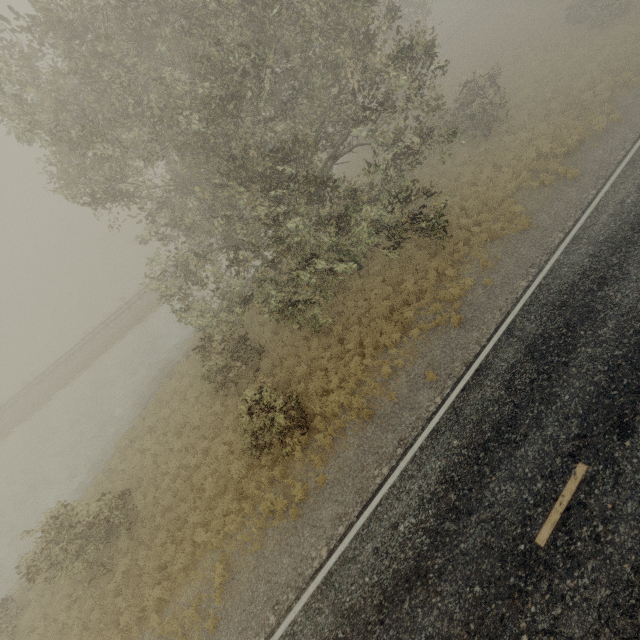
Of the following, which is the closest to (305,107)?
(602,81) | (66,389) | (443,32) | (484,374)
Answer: (484,374)
